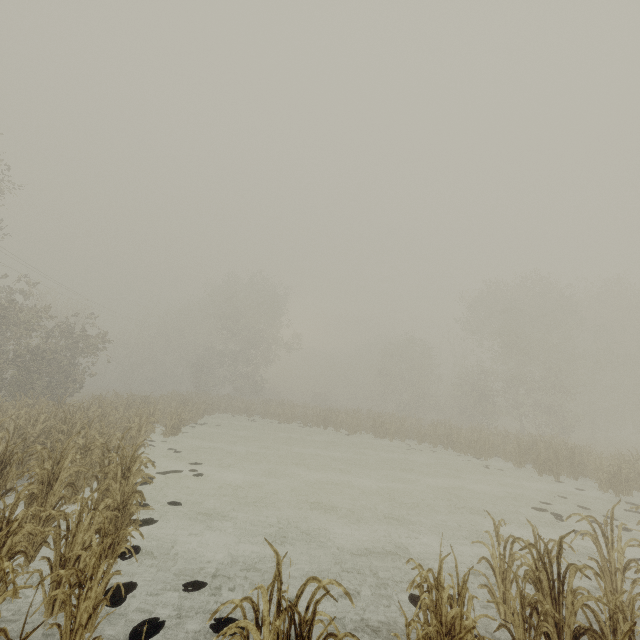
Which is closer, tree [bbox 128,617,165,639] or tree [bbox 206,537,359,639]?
tree [bbox 206,537,359,639]

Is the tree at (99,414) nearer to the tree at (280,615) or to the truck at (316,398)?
the tree at (280,615)

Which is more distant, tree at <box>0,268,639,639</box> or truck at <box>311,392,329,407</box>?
truck at <box>311,392,329,407</box>

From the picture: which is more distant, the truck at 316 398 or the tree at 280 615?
the truck at 316 398

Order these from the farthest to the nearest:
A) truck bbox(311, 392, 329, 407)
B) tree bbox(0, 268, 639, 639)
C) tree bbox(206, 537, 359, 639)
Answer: truck bbox(311, 392, 329, 407)
tree bbox(0, 268, 639, 639)
tree bbox(206, 537, 359, 639)

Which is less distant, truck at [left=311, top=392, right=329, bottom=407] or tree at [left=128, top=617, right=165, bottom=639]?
tree at [left=128, top=617, right=165, bottom=639]

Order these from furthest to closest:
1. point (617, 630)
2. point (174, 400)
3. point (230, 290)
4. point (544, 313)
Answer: point (230, 290) < point (544, 313) < point (174, 400) < point (617, 630)

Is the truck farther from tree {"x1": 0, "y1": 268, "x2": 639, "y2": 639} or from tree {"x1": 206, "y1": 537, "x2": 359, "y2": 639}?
tree {"x1": 206, "y1": 537, "x2": 359, "y2": 639}
